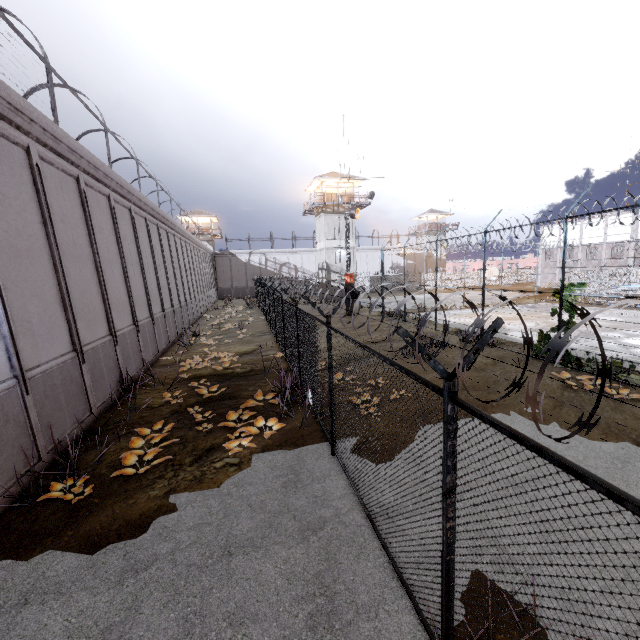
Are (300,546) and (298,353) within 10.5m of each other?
yes

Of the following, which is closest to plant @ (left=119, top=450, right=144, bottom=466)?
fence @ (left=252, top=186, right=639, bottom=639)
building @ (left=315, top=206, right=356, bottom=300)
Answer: fence @ (left=252, top=186, right=639, bottom=639)

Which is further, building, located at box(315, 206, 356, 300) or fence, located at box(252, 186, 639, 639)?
building, located at box(315, 206, 356, 300)

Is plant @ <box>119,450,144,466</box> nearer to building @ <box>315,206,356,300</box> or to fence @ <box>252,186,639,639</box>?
fence @ <box>252,186,639,639</box>

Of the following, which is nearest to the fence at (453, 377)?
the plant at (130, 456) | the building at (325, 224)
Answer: the plant at (130, 456)
